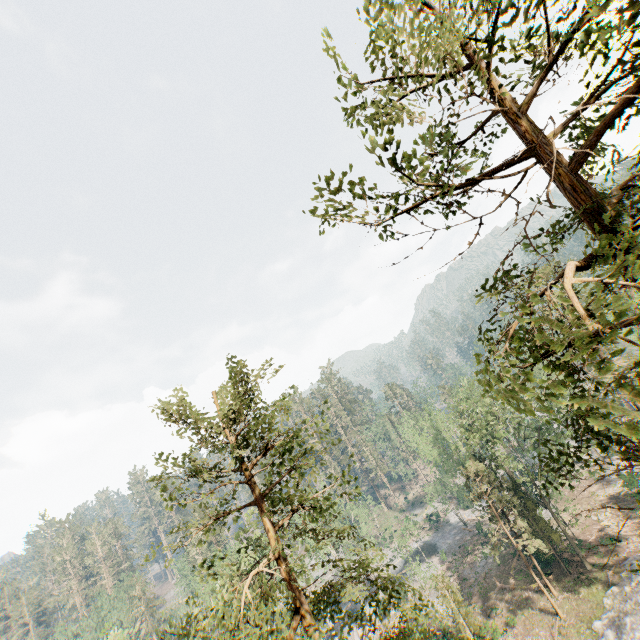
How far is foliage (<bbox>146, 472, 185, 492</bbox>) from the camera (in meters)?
10.25

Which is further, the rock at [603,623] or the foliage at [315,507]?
the rock at [603,623]

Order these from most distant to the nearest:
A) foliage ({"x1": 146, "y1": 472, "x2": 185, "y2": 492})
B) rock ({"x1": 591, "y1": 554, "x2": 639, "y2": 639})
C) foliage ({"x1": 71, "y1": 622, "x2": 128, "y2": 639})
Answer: rock ({"x1": 591, "y1": 554, "x2": 639, "y2": 639})
foliage ({"x1": 71, "y1": 622, "x2": 128, "y2": 639})
foliage ({"x1": 146, "y1": 472, "x2": 185, "y2": 492})

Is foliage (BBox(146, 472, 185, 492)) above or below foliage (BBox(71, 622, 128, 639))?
above

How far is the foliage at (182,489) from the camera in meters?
10.2

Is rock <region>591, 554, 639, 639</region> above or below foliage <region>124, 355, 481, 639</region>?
below

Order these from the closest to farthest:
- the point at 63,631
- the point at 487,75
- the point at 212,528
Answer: the point at 487,75 → the point at 63,631 → the point at 212,528

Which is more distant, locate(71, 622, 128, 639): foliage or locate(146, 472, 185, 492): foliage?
locate(71, 622, 128, 639): foliage
